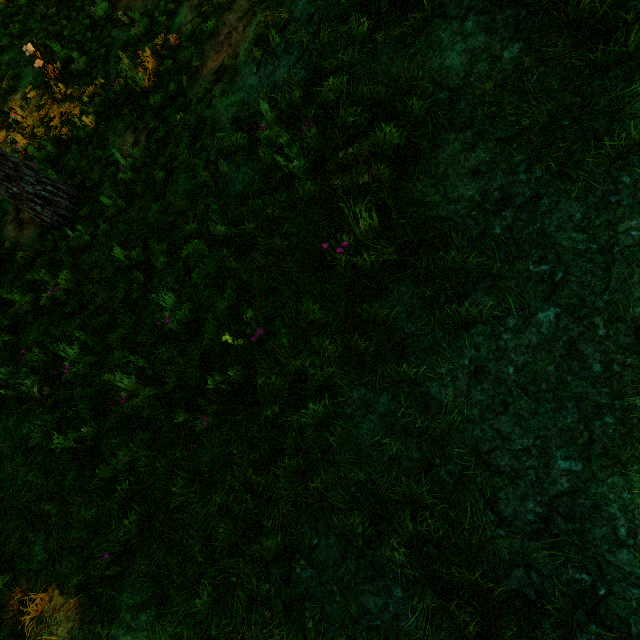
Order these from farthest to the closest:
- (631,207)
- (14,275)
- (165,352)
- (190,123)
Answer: (14,275) → (190,123) → (165,352) → (631,207)
